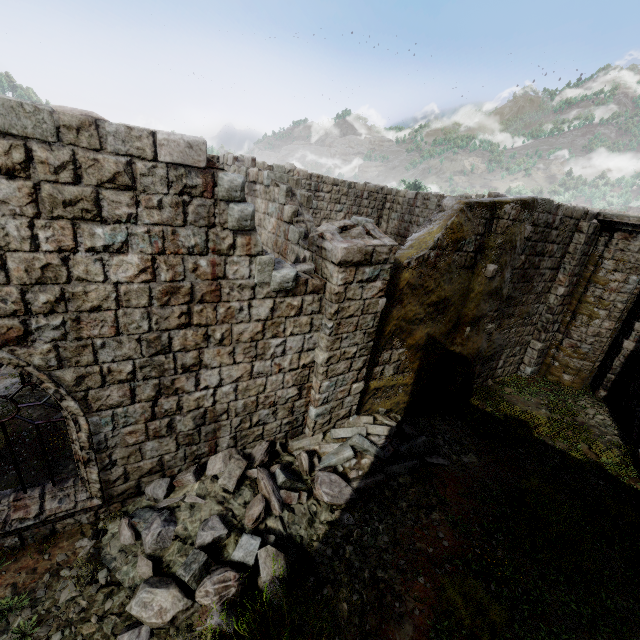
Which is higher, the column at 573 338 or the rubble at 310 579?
the column at 573 338

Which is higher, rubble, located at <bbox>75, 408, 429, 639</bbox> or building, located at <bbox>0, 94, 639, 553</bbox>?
building, located at <bbox>0, 94, 639, 553</bbox>

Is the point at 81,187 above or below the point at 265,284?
above

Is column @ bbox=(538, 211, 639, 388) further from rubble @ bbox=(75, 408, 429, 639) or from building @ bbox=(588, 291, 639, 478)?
rubble @ bbox=(75, 408, 429, 639)

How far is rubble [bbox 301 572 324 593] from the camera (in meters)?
4.83

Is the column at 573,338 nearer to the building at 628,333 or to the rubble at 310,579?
the building at 628,333

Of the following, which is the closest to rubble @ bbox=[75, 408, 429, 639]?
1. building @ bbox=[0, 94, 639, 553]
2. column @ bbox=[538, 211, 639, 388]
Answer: building @ bbox=[0, 94, 639, 553]
